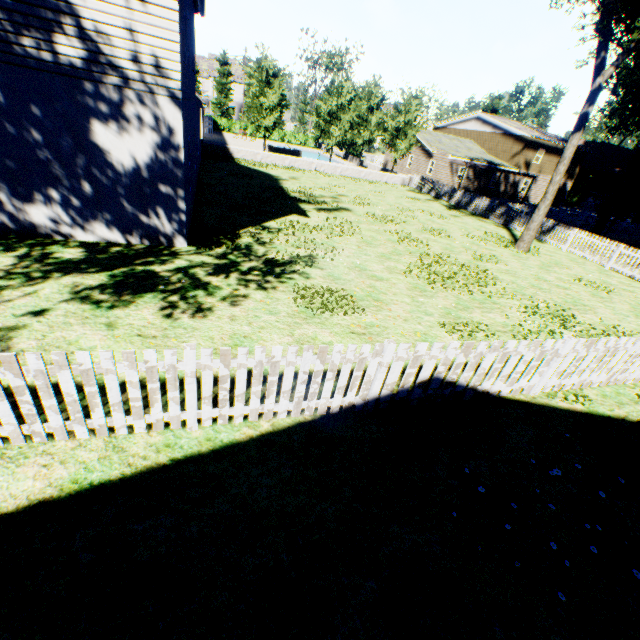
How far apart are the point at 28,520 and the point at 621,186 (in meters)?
28.71

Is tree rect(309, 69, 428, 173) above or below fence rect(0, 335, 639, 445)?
above

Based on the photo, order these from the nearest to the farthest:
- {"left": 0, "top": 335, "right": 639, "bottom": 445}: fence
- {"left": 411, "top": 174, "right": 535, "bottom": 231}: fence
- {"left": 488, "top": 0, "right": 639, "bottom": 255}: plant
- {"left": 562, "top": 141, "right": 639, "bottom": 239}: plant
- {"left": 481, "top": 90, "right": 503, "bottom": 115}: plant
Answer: {"left": 0, "top": 335, "right": 639, "bottom": 445}: fence, {"left": 488, "top": 0, "right": 639, "bottom": 255}: plant, {"left": 562, "top": 141, "right": 639, "bottom": 239}: plant, {"left": 411, "top": 174, "right": 535, "bottom": 231}: fence, {"left": 481, "top": 90, "right": 503, "bottom": 115}: plant

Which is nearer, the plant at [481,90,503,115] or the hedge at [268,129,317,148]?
the hedge at [268,129,317,148]

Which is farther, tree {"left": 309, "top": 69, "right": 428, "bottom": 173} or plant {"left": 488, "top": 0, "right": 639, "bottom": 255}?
tree {"left": 309, "top": 69, "right": 428, "bottom": 173}

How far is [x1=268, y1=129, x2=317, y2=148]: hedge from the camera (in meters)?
55.22

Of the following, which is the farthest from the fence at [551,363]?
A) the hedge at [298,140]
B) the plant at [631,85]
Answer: the hedge at [298,140]

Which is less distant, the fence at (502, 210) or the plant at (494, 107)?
the fence at (502, 210)
